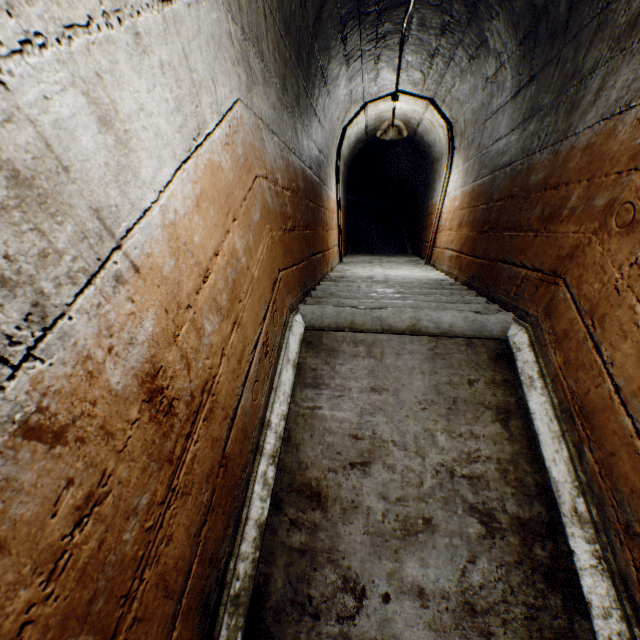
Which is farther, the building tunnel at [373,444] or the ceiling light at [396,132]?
the ceiling light at [396,132]

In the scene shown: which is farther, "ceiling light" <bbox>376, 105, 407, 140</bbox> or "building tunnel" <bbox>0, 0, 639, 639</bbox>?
"ceiling light" <bbox>376, 105, 407, 140</bbox>

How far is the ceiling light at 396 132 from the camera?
4.6m

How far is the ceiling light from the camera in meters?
4.6

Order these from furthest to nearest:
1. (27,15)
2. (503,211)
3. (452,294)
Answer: (452,294) < (503,211) < (27,15)
